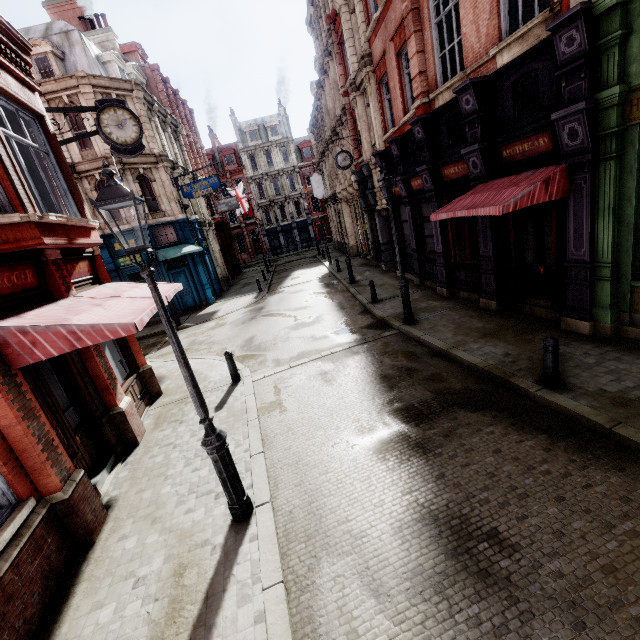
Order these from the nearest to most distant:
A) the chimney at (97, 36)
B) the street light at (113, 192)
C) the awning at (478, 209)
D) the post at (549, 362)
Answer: the street light at (113, 192)
the post at (549, 362)
the awning at (478, 209)
the chimney at (97, 36)

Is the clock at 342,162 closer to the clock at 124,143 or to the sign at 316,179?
the clock at 124,143

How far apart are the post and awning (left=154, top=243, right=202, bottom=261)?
19.1m

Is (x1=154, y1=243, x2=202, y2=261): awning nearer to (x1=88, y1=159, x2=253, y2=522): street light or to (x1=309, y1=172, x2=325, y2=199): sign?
(x1=309, y1=172, x2=325, y2=199): sign

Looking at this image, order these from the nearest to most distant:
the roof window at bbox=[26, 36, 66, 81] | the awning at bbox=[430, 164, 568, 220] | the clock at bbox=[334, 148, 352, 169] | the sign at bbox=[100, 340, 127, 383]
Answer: the awning at bbox=[430, 164, 568, 220]
the sign at bbox=[100, 340, 127, 383]
the roof window at bbox=[26, 36, 66, 81]
the clock at bbox=[334, 148, 352, 169]

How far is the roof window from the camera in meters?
17.2 m

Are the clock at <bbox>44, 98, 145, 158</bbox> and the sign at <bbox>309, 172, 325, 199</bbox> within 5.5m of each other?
no

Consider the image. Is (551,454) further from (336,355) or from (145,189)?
(145,189)
